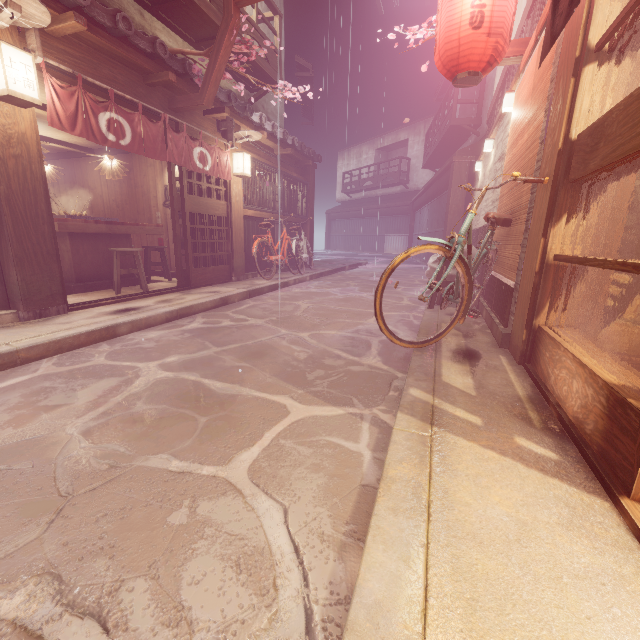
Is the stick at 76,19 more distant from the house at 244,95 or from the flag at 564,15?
the house at 244,95

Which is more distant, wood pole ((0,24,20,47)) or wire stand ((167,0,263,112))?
wire stand ((167,0,263,112))

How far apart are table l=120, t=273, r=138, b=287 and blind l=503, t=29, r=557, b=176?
11.2m

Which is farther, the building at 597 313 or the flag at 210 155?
the flag at 210 155

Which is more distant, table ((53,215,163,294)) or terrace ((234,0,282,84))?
terrace ((234,0,282,84))

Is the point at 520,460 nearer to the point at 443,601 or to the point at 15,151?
the point at 443,601

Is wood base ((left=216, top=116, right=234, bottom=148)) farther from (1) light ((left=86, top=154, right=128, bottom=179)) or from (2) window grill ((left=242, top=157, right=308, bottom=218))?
(1) light ((left=86, top=154, right=128, bottom=179))

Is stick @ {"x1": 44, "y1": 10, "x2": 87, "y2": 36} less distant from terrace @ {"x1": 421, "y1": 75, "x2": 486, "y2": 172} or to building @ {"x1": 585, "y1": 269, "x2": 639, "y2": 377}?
building @ {"x1": 585, "y1": 269, "x2": 639, "y2": 377}
